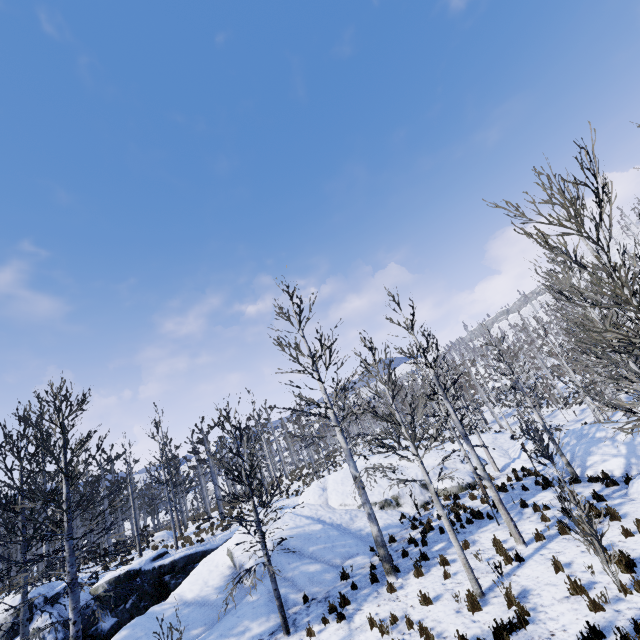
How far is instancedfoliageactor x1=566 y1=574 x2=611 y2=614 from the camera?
6.8m

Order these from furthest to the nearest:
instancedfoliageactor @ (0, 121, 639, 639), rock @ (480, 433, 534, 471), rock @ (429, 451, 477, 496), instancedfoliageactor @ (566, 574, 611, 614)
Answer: rock @ (480, 433, 534, 471) → rock @ (429, 451, 477, 496) → instancedfoliageactor @ (566, 574, 611, 614) → instancedfoliageactor @ (0, 121, 639, 639)

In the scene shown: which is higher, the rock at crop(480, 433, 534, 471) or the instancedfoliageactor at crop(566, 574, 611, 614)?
the rock at crop(480, 433, 534, 471)

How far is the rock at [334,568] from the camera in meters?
11.4

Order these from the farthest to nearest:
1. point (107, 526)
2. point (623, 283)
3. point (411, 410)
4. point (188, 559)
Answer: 1. point (107, 526)
2. point (411, 410)
3. point (188, 559)
4. point (623, 283)

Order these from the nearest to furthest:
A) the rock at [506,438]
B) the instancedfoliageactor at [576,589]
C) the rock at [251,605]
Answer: the instancedfoliageactor at [576,589] < the rock at [251,605] < the rock at [506,438]

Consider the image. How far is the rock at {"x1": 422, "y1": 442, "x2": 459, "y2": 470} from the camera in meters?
20.2
